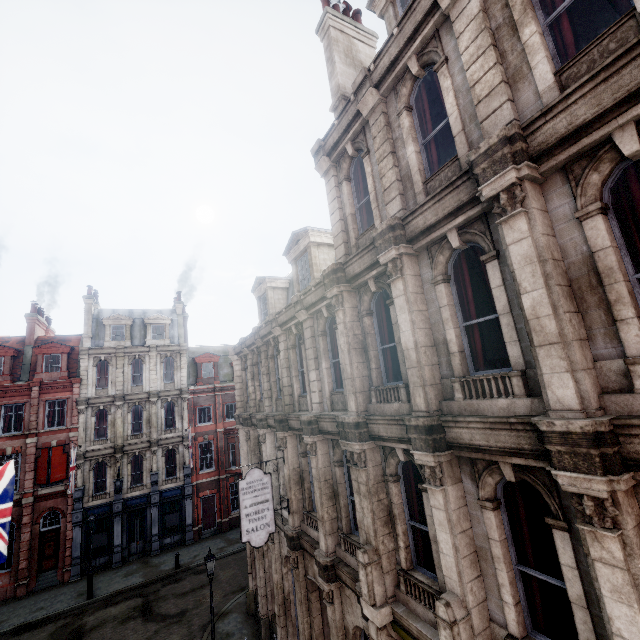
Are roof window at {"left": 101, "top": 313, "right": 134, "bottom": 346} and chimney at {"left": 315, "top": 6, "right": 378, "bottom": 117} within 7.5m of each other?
no

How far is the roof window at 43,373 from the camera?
25.45m

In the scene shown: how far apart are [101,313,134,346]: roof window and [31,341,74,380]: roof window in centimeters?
216cm

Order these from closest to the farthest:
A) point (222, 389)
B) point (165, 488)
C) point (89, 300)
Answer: point (165, 488) → point (89, 300) → point (222, 389)

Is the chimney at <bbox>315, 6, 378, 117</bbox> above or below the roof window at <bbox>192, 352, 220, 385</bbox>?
above

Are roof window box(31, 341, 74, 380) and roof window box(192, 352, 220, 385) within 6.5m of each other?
no

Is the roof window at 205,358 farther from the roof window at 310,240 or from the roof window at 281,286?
the roof window at 310,240

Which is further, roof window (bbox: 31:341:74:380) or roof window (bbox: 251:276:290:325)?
Result: roof window (bbox: 31:341:74:380)
